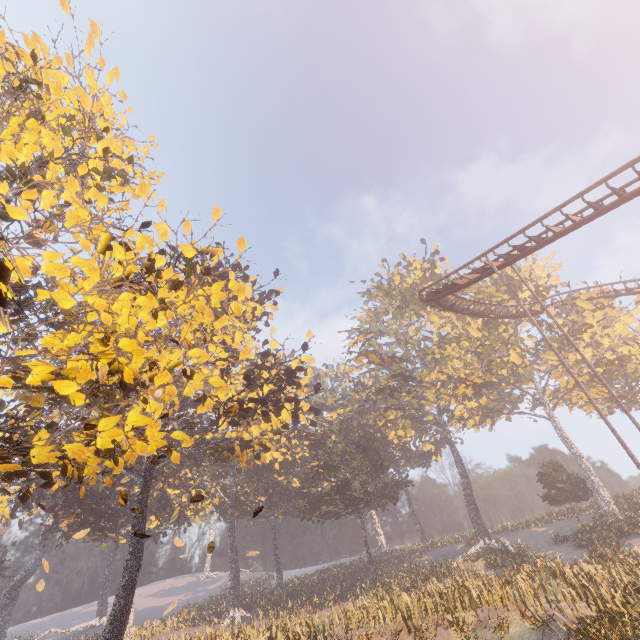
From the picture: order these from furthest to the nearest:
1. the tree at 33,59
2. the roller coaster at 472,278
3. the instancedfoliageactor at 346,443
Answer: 1. the instancedfoliageactor at 346,443
2. the roller coaster at 472,278
3. the tree at 33,59

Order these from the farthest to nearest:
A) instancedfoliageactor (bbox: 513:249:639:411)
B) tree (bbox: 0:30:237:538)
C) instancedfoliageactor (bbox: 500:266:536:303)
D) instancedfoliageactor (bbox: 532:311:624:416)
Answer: instancedfoliageactor (bbox: 500:266:536:303), instancedfoliageactor (bbox: 532:311:624:416), instancedfoliageactor (bbox: 513:249:639:411), tree (bbox: 0:30:237:538)

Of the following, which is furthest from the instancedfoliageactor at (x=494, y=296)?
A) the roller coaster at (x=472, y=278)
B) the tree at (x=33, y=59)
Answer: the tree at (x=33, y=59)

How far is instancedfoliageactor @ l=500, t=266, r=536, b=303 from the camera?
39.78m

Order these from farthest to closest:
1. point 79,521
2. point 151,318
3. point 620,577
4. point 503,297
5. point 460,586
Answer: point 503,297 < point 79,521 < point 460,586 < point 620,577 < point 151,318

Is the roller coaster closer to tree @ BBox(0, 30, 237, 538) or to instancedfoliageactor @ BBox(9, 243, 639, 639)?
instancedfoliageactor @ BBox(9, 243, 639, 639)

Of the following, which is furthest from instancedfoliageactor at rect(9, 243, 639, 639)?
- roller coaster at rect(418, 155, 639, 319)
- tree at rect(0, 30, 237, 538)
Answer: tree at rect(0, 30, 237, 538)
